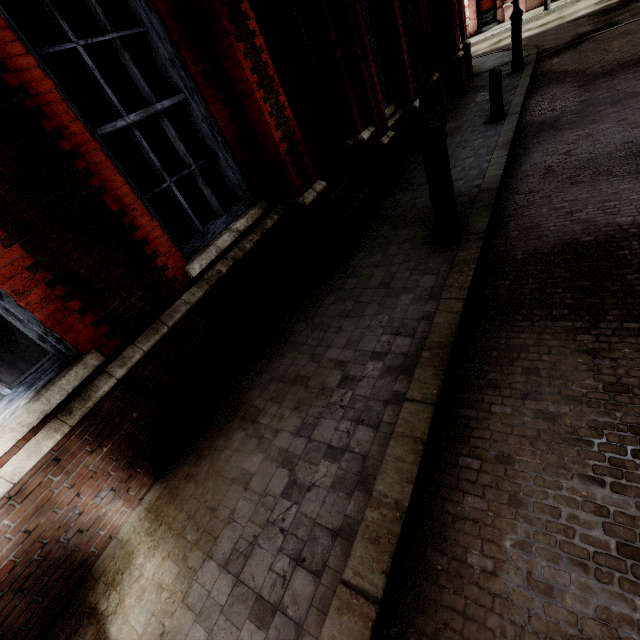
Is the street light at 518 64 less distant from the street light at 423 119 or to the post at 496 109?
the post at 496 109

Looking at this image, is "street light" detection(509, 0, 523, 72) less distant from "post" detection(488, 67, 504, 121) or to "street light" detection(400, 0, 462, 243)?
"post" detection(488, 67, 504, 121)

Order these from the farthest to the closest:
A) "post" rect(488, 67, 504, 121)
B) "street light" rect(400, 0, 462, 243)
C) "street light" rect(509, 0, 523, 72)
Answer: "street light" rect(509, 0, 523, 72)
"post" rect(488, 67, 504, 121)
"street light" rect(400, 0, 462, 243)

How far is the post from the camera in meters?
6.5 m

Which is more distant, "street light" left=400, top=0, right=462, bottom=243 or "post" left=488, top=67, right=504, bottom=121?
"post" left=488, top=67, right=504, bottom=121

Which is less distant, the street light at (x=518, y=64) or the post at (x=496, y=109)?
the post at (x=496, y=109)

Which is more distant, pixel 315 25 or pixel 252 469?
pixel 315 25
